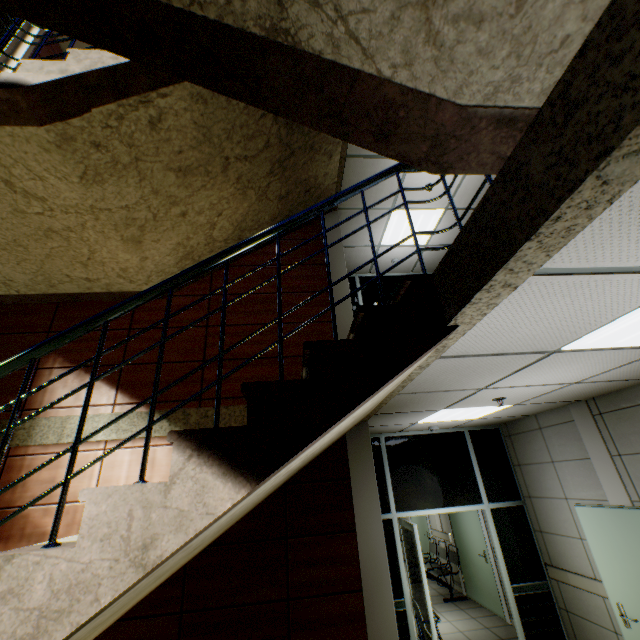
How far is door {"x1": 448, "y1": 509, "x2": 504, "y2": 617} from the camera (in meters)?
6.43

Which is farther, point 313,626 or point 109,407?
point 109,407

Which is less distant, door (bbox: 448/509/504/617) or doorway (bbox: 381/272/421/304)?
door (bbox: 448/509/504/617)

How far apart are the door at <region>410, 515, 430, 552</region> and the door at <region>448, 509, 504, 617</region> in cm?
167

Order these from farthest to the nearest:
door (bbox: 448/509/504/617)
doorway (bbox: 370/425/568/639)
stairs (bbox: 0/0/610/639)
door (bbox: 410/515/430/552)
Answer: door (bbox: 410/515/430/552) → door (bbox: 448/509/504/617) → doorway (bbox: 370/425/568/639) → stairs (bbox: 0/0/610/639)

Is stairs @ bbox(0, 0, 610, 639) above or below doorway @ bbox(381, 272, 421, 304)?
below

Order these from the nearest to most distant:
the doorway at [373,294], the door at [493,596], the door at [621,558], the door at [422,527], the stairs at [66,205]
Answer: the stairs at [66,205] → the door at [621,558] → the door at [493,596] → the doorway at [373,294] → the door at [422,527]

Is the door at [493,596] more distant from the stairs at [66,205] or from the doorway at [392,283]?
the stairs at [66,205]
